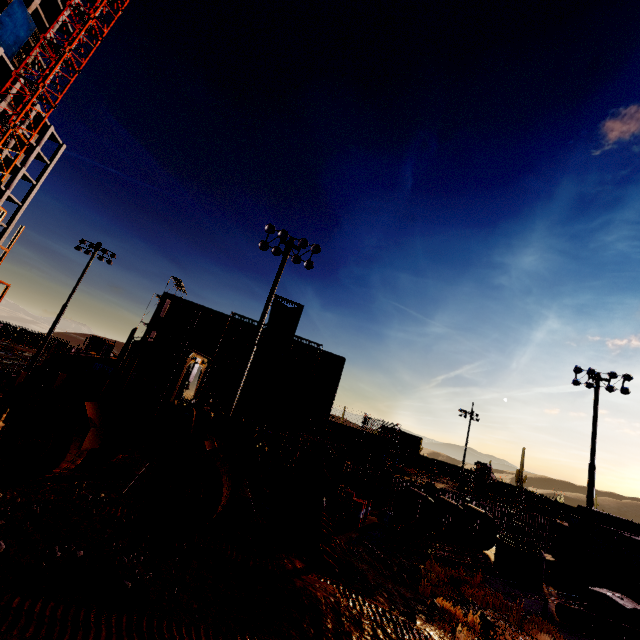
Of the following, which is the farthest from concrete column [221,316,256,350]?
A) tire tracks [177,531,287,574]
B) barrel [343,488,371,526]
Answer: tire tracks [177,531,287,574]

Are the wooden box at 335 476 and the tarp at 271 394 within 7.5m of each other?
no

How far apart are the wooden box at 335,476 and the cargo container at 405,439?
39.46m

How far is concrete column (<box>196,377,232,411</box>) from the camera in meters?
37.3 m

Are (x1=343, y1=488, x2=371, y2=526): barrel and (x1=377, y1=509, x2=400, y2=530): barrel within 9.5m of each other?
yes

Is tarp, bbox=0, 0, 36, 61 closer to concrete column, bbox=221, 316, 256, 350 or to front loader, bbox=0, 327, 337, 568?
concrete column, bbox=221, 316, 256, 350

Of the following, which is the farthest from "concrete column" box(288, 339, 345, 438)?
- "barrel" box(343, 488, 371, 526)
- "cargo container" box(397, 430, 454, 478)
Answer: "barrel" box(343, 488, 371, 526)

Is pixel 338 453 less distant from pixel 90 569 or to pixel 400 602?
pixel 400 602
